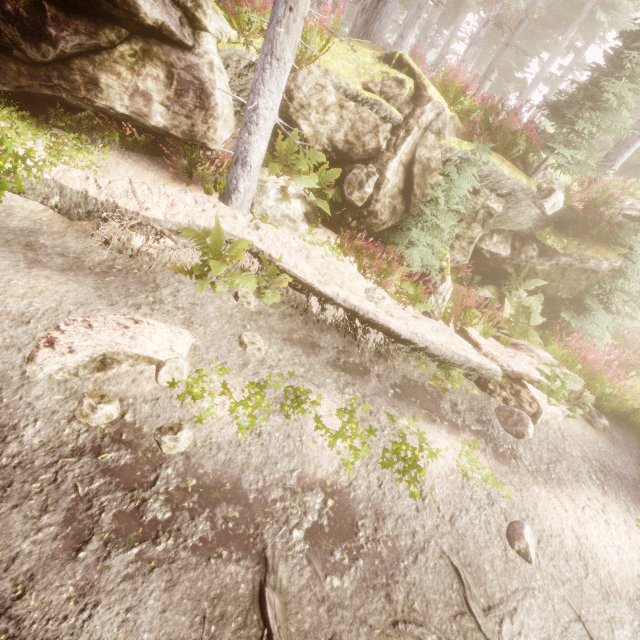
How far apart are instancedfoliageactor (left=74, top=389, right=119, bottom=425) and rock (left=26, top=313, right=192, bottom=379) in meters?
0.2 m

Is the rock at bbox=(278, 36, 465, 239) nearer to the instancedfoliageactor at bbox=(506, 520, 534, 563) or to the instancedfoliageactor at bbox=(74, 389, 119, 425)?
the instancedfoliageactor at bbox=(506, 520, 534, 563)

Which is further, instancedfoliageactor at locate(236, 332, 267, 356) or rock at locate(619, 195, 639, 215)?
rock at locate(619, 195, 639, 215)

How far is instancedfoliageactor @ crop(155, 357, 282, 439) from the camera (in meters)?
4.04

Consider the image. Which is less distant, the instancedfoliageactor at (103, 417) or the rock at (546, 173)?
the instancedfoliageactor at (103, 417)

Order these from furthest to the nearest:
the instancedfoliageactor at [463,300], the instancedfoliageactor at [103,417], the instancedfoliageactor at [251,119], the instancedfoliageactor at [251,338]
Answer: the instancedfoliageactor at [463,300], the instancedfoliageactor at [251,119], the instancedfoliageactor at [251,338], the instancedfoliageactor at [103,417]

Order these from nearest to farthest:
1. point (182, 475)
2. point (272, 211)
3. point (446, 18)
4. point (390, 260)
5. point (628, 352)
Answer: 1. point (182, 475)
2. point (272, 211)
3. point (390, 260)
4. point (628, 352)
5. point (446, 18)

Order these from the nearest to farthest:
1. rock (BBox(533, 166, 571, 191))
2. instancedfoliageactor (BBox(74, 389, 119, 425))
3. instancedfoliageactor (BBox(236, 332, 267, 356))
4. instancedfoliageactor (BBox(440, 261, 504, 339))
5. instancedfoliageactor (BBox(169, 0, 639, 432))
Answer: instancedfoliageactor (BBox(74, 389, 119, 425))
instancedfoliageactor (BBox(236, 332, 267, 356))
instancedfoliageactor (BBox(169, 0, 639, 432))
instancedfoliageactor (BBox(440, 261, 504, 339))
rock (BBox(533, 166, 571, 191))
